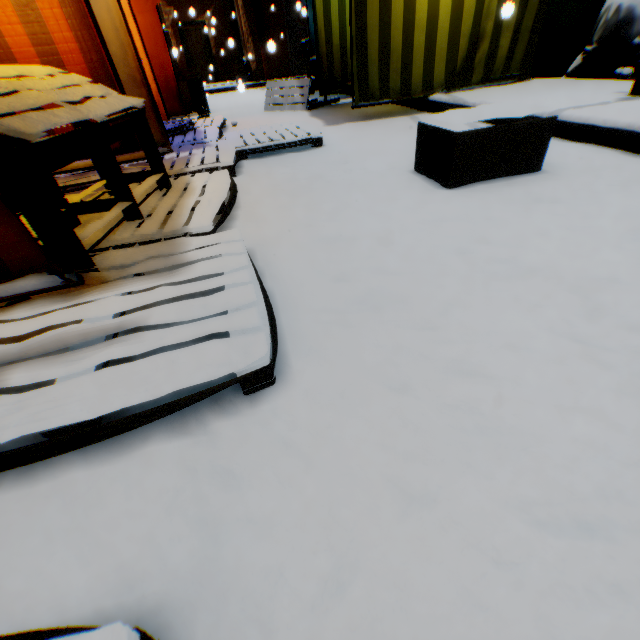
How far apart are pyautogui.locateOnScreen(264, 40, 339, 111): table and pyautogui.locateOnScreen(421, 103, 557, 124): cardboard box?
4.0m

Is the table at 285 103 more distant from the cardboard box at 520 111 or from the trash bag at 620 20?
the cardboard box at 520 111

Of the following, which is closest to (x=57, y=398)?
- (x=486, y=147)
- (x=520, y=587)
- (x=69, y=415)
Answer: (x=69, y=415)

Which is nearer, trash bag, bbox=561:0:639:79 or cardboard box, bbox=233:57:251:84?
trash bag, bbox=561:0:639:79

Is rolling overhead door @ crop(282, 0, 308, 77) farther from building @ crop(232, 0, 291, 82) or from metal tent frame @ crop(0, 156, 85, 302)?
metal tent frame @ crop(0, 156, 85, 302)

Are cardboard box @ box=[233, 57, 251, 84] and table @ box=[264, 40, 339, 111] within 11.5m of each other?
yes

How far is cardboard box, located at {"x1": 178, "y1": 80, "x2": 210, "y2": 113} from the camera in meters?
7.4

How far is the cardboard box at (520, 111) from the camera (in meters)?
2.08
